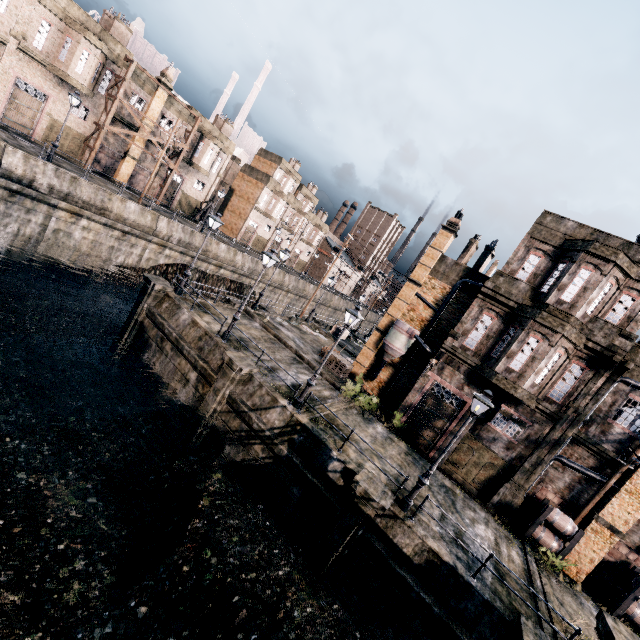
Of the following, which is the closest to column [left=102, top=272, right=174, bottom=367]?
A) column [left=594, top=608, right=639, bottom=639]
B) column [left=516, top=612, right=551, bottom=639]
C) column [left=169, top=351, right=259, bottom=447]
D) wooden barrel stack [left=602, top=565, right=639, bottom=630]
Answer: column [left=169, top=351, right=259, bottom=447]

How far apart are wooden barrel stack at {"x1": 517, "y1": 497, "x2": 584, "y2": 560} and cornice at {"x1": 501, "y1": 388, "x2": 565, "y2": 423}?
4.0 meters

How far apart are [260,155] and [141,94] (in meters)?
24.01

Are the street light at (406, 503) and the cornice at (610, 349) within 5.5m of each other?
no

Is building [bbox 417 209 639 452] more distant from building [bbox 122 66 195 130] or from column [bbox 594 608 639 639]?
building [bbox 122 66 195 130]

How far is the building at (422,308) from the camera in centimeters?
2448cm

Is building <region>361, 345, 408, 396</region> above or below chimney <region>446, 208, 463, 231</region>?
below

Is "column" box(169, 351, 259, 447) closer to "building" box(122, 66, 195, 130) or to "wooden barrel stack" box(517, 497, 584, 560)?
"wooden barrel stack" box(517, 497, 584, 560)
